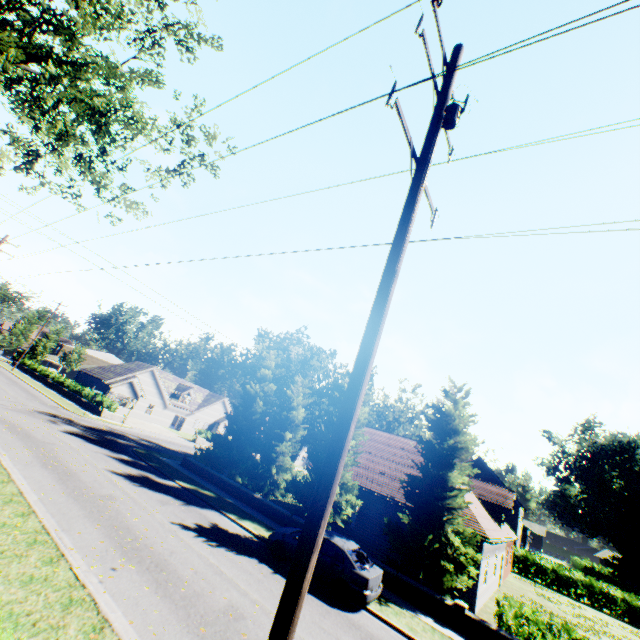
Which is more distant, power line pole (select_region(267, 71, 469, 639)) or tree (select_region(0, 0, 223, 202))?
tree (select_region(0, 0, 223, 202))

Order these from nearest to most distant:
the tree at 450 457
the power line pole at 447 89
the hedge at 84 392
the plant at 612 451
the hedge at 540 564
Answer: the power line pole at 447 89 < the tree at 450 457 < the hedge at 540 564 < the hedge at 84 392 < the plant at 612 451

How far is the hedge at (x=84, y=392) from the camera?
35.9 meters

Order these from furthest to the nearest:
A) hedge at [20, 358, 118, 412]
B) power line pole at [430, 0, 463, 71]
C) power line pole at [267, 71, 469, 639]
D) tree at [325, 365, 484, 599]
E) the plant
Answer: the plant, hedge at [20, 358, 118, 412], tree at [325, 365, 484, 599], power line pole at [430, 0, 463, 71], power line pole at [267, 71, 469, 639]

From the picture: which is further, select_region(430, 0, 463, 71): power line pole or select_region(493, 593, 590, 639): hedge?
select_region(493, 593, 590, 639): hedge

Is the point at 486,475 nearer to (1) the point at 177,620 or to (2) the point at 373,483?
(2) the point at 373,483

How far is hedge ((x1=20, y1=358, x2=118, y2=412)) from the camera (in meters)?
35.88

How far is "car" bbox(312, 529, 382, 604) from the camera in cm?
1148
